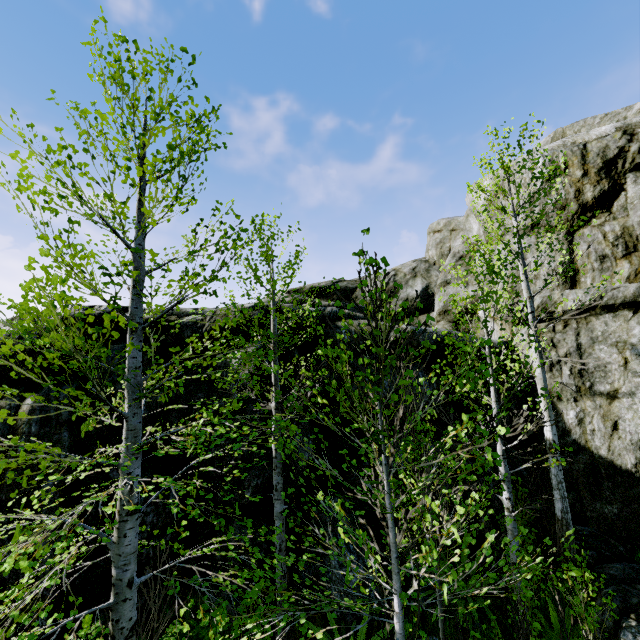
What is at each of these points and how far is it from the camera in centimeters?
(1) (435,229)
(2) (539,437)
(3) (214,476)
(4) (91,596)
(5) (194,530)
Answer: (1) rock, 1656cm
(2) rock, 823cm
(3) rock, 670cm
(4) rock, 571cm
(5) rock, 668cm

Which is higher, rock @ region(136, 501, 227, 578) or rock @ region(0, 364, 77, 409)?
rock @ region(0, 364, 77, 409)

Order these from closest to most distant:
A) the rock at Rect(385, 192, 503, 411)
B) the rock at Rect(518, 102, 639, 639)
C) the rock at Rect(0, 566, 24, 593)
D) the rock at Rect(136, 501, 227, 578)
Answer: the rock at Rect(0, 566, 24, 593), the rock at Rect(136, 501, 227, 578), the rock at Rect(518, 102, 639, 639), the rock at Rect(385, 192, 503, 411)

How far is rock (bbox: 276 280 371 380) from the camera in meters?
8.4

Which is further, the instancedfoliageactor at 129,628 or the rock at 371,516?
the rock at 371,516

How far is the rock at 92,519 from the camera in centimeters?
607cm
